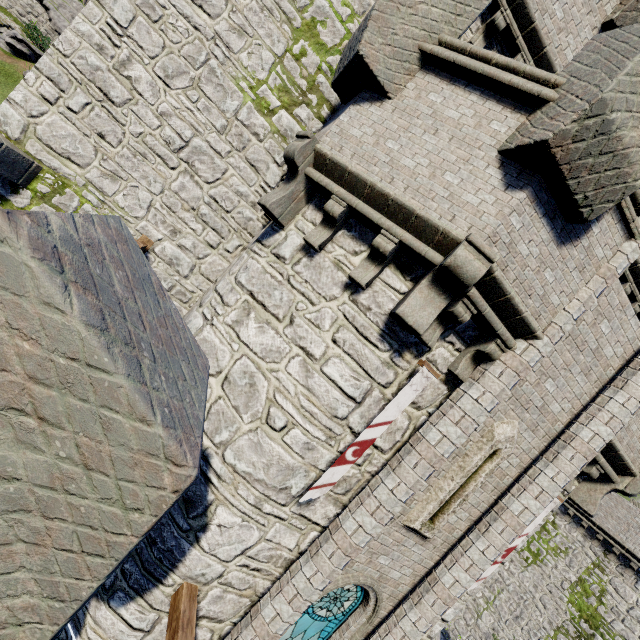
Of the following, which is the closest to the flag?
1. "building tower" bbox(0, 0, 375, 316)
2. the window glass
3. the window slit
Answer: the window slit

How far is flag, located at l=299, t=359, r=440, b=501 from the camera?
4.8 meters

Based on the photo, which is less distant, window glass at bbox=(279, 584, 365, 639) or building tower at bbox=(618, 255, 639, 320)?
window glass at bbox=(279, 584, 365, 639)

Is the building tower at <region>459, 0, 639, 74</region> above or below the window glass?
above

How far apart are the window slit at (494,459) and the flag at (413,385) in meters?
1.9

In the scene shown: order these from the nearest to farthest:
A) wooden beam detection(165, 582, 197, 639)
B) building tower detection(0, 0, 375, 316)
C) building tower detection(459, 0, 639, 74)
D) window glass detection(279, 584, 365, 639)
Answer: wooden beam detection(165, 582, 197, 639) < building tower detection(0, 0, 375, 316) < window glass detection(279, 584, 365, 639) < building tower detection(459, 0, 639, 74)

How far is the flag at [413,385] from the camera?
4.8m

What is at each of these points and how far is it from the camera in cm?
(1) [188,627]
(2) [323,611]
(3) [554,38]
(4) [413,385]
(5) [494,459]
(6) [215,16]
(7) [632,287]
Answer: (1) wooden beam, 457
(2) window glass, 642
(3) building tower, 734
(4) flag, 486
(5) window slit, 605
(6) building tower, 585
(7) building tower, 1047
